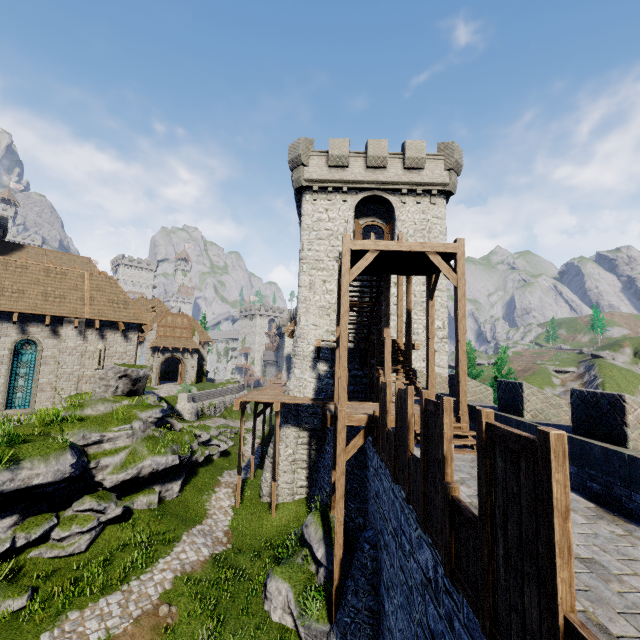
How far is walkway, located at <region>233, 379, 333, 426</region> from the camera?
16.9m

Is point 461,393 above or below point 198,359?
Answer: below

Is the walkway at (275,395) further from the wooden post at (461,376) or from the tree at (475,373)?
the tree at (475,373)

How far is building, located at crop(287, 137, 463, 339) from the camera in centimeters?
2114cm

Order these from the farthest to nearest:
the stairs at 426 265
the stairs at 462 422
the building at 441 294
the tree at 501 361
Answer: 1. the tree at 501 361
2. the building at 441 294
3. the stairs at 426 265
4. the stairs at 462 422

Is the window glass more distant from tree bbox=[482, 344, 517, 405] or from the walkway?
tree bbox=[482, 344, 517, 405]

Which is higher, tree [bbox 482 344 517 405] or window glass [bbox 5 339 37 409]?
tree [bbox 482 344 517 405]

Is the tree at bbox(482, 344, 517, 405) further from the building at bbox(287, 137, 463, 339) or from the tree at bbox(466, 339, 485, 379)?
the tree at bbox(466, 339, 485, 379)
